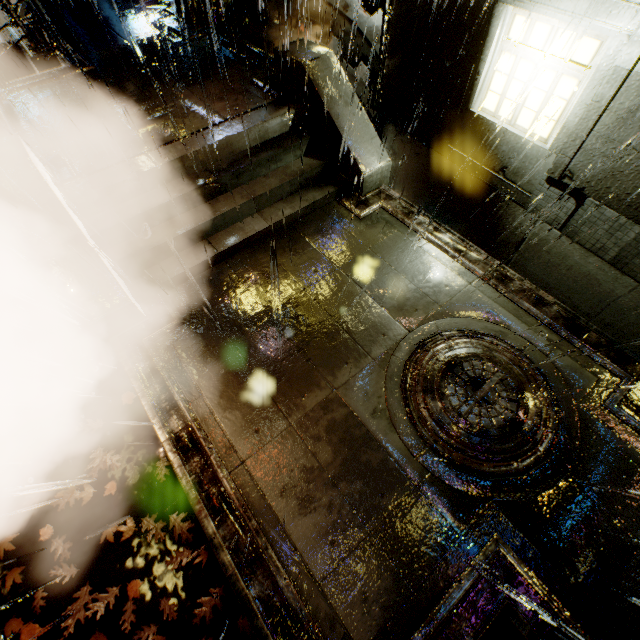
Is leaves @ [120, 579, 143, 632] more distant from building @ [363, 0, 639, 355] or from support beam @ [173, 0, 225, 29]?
support beam @ [173, 0, 225, 29]

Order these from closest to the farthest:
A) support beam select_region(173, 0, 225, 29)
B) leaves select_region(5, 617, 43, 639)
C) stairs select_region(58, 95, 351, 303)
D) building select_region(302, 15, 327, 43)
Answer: leaves select_region(5, 617, 43, 639) → stairs select_region(58, 95, 351, 303) → support beam select_region(173, 0, 225, 29) → building select_region(302, 15, 327, 43)

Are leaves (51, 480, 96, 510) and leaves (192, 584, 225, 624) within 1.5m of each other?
no

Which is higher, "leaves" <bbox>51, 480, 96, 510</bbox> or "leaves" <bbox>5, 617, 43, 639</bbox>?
"leaves" <bbox>51, 480, 96, 510</bbox>

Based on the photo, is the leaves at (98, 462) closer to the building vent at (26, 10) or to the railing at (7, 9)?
the railing at (7, 9)

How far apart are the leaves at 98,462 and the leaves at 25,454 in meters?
1.0

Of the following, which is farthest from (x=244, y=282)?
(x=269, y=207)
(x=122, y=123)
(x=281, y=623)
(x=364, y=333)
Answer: (x=281, y=623)

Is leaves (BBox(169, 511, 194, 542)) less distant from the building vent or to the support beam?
the support beam
